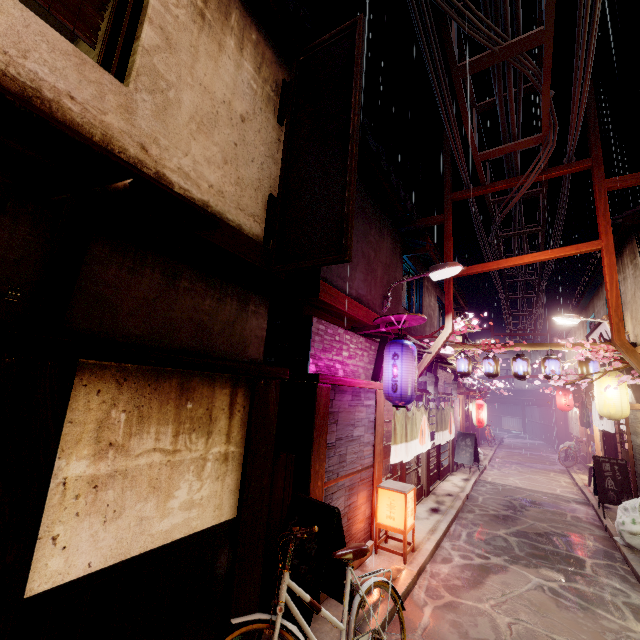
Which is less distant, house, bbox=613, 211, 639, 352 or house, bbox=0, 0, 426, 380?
house, bbox=0, 0, 426, 380

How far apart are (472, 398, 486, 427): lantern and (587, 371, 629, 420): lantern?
11.2m

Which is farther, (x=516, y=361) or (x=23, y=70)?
(x=516, y=361)

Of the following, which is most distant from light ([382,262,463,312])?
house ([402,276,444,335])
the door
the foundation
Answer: the door

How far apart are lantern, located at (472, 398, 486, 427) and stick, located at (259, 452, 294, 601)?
21.9 meters

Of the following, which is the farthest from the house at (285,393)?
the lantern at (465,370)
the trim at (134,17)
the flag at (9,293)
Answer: the lantern at (465,370)

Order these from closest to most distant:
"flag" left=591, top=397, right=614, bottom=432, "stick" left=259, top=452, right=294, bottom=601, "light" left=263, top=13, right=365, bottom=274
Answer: "light" left=263, top=13, right=365, bottom=274, "stick" left=259, top=452, right=294, bottom=601, "flag" left=591, top=397, right=614, bottom=432

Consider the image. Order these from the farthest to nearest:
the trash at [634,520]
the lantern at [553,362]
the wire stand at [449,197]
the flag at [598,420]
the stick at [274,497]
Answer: the flag at [598,420], the lantern at [553,362], the wire stand at [449,197], the trash at [634,520], the stick at [274,497]
